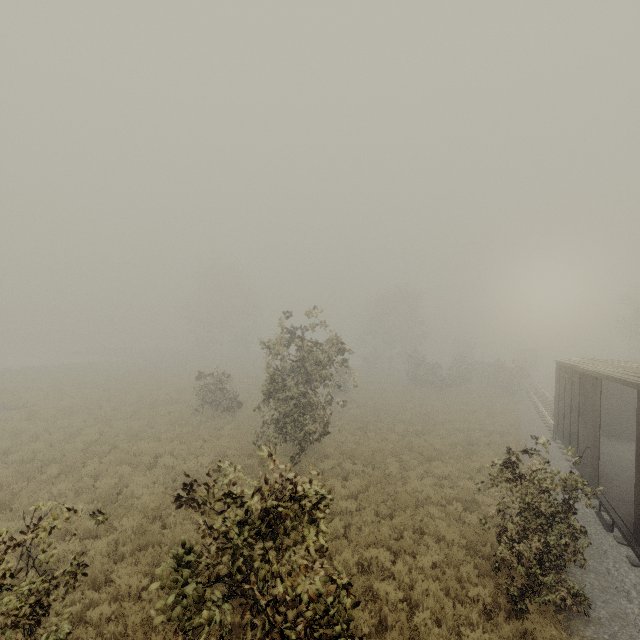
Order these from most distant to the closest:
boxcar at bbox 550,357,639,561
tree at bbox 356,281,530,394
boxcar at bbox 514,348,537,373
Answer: boxcar at bbox 514,348,537,373
tree at bbox 356,281,530,394
boxcar at bbox 550,357,639,561

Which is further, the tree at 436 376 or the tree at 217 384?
the tree at 436 376

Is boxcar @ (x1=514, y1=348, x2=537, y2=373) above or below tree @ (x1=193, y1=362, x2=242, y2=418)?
above

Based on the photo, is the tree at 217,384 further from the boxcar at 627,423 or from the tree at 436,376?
the boxcar at 627,423

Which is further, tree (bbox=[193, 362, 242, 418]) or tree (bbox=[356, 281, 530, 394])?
tree (bbox=[356, 281, 530, 394])

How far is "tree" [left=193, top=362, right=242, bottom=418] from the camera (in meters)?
20.33

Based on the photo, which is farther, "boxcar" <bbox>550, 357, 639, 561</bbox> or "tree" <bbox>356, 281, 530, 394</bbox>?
"tree" <bbox>356, 281, 530, 394</bbox>

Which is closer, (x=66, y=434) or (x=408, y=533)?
(x=408, y=533)
